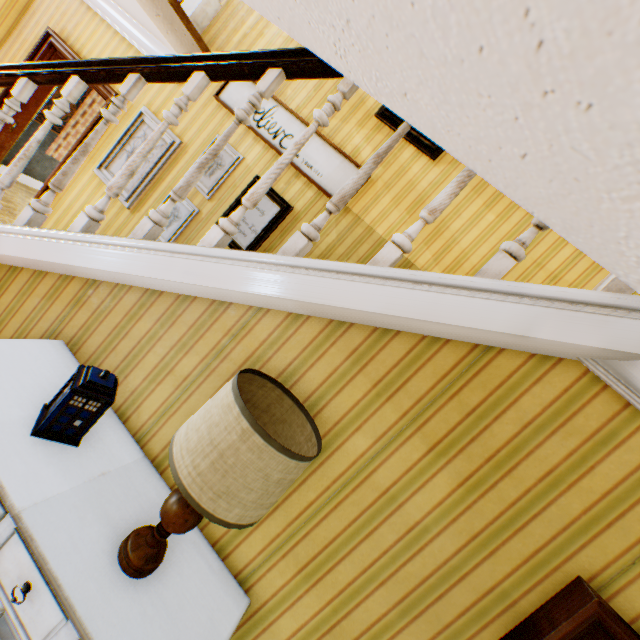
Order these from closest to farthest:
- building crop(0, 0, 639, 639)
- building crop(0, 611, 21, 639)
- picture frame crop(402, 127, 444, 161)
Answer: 1. building crop(0, 0, 639, 639)
2. building crop(0, 611, 21, 639)
3. picture frame crop(402, 127, 444, 161)

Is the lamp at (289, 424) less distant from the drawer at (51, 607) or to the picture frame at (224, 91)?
the drawer at (51, 607)

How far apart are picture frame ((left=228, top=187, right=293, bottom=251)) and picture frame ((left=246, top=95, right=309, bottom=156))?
0.3 meters

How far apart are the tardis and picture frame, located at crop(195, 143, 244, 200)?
2.63m

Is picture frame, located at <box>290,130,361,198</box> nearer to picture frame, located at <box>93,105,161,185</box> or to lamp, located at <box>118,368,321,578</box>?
picture frame, located at <box>93,105,161,185</box>

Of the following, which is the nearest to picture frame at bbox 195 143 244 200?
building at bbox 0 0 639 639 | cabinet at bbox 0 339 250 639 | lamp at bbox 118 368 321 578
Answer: building at bbox 0 0 639 639

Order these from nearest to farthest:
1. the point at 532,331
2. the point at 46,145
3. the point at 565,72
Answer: the point at 565,72 < the point at 532,331 < the point at 46,145

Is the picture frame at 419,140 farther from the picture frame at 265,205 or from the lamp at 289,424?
the lamp at 289,424
